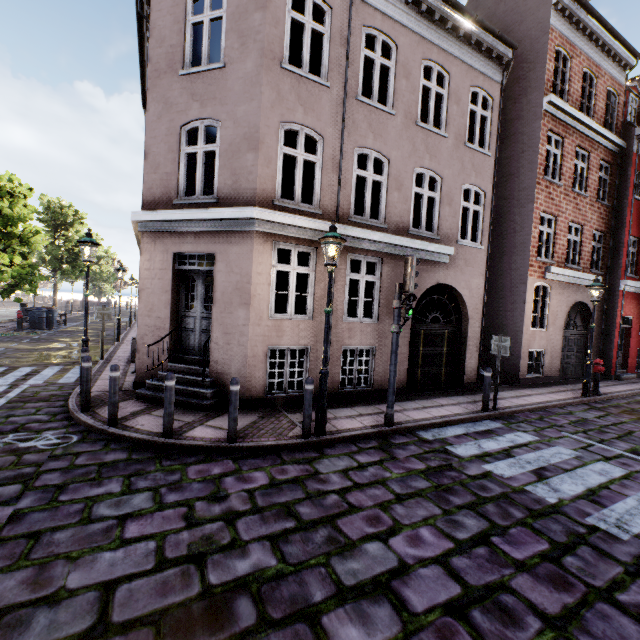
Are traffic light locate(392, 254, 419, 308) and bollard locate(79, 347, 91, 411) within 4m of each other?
no

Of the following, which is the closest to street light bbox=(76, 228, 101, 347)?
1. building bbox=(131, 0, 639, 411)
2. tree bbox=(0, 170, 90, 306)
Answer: tree bbox=(0, 170, 90, 306)

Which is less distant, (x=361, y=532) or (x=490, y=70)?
(x=361, y=532)

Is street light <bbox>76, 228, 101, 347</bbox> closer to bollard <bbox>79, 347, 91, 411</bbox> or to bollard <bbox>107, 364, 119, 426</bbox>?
bollard <bbox>79, 347, 91, 411</bbox>

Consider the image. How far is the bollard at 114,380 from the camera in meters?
5.8 m

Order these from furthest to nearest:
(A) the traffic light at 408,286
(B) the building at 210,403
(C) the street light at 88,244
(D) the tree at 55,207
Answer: (D) the tree at 55,207, (C) the street light at 88,244, (B) the building at 210,403, (A) the traffic light at 408,286

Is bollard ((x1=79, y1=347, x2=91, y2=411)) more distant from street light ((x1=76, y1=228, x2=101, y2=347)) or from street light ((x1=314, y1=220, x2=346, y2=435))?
street light ((x1=314, y1=220, x2=346, y2=435))

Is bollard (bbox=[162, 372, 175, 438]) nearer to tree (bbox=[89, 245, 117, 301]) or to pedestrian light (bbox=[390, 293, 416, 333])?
pedestrian light (bbox=[390, 293, 416, 333])
